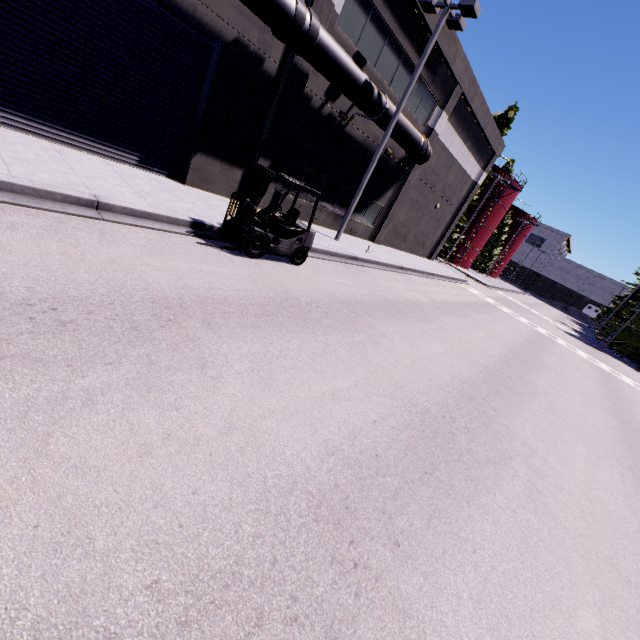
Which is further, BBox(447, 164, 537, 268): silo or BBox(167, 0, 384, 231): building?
BBox(447, 164, 537, 268): silo

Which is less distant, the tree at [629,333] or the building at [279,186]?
the building at [279,186]

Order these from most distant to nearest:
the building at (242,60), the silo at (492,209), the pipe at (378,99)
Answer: the silo at (492,209) → the building at (242,60) → the pipe at (378,99)

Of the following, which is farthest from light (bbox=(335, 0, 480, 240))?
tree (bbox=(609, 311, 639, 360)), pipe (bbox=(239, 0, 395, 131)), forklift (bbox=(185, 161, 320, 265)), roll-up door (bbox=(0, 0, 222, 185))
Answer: tree (bbox=(609, 311, 639, 360))

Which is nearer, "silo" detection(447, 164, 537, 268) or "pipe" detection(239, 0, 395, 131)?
"pipe" detection(239, 0, 395, 131)

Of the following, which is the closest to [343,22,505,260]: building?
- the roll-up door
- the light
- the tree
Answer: the roll-up door

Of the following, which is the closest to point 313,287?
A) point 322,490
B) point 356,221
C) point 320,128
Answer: point 322,490
